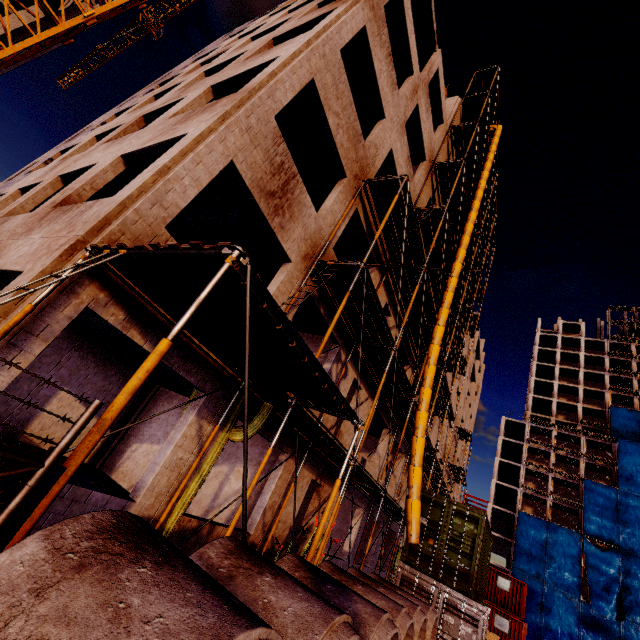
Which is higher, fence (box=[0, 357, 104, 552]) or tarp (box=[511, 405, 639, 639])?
tarp (box=[511, 405, 639, 639])

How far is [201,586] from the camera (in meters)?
1.52

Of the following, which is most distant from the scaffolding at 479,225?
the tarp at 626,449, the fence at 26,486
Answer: the tarp at 626,449

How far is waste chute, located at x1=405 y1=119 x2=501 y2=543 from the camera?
10.17m

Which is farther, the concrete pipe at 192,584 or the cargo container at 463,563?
the cargo container at 463,563

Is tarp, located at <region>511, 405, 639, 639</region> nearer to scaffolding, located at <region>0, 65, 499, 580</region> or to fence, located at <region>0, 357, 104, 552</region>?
scaffolding, located at <region>0, 65, 499, 580</region>

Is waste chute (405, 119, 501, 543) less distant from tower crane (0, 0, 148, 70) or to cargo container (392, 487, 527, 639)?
cargo container (392, 487, 527, 639)
